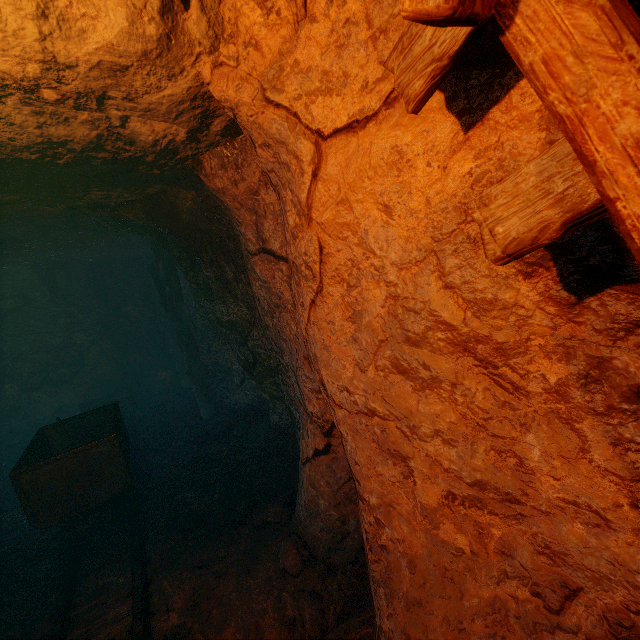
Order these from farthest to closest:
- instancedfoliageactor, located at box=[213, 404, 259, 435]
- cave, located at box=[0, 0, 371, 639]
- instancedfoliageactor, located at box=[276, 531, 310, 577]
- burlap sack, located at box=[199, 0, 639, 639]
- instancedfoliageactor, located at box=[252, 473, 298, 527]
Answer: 1. instancedfoliageactor, located at box=[213, 404, 259, 435]
2. instancedfoliageactor, located at box=[252, 473, 298, 527]
3. instancedfoliageactor, located at box=[276, 531, 310, 577]
4. cave, located at box=[0, 0, 371, 639]
5. burlap sack, located at box=[199, 0, 639, 639]

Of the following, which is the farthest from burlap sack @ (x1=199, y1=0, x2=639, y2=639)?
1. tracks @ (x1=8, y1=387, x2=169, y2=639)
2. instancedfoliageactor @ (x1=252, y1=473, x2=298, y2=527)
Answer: instancedfoliageactor @ (x1=252, y1=473, x2=298, y2=527)

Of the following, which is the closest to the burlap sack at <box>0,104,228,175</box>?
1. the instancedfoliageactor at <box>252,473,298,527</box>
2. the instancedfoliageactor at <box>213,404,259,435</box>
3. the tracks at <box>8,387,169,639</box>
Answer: the tracks at <box>8,387,169,639</box>

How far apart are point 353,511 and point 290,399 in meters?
2.0

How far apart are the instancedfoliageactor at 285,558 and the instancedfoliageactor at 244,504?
0.3m

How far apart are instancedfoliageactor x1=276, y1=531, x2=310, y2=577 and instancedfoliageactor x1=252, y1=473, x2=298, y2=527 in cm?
33

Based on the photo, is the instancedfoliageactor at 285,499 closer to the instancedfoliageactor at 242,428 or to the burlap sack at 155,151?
the burlap sack at 155,151

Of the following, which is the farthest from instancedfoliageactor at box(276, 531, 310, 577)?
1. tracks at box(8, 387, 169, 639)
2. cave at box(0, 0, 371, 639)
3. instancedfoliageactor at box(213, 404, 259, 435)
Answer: instancedfoliageactor at box(213, 404, 259, 435)
